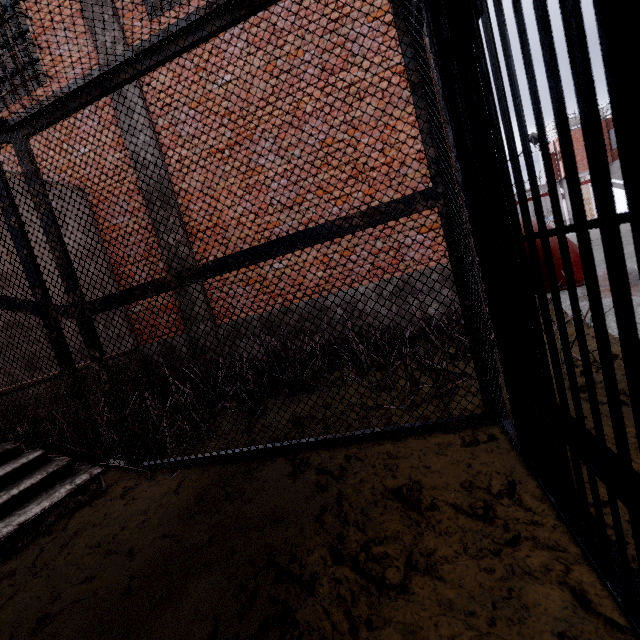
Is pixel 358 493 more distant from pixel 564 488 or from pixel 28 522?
pixel 28 522
